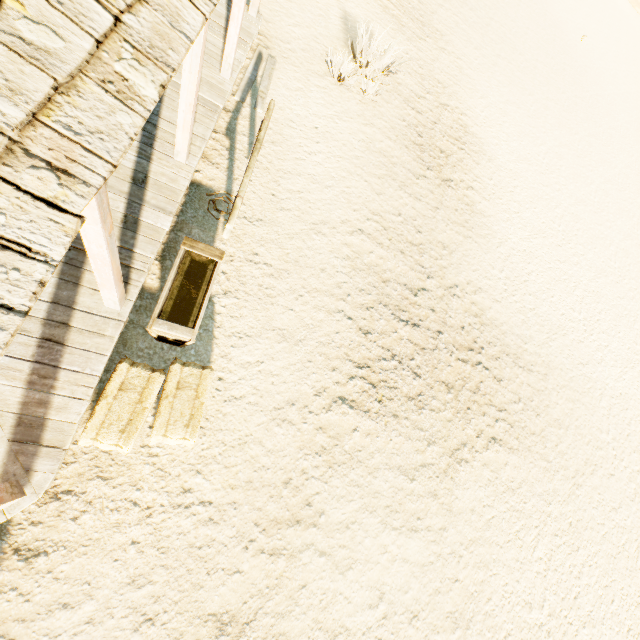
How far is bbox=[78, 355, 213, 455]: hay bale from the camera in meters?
3.5

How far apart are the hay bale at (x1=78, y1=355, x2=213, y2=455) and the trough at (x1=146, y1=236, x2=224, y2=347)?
0.2 meters

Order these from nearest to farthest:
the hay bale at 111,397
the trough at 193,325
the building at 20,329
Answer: the building at 20,329, the hay bale at 111,397, the trough at 193,325

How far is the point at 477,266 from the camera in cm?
860

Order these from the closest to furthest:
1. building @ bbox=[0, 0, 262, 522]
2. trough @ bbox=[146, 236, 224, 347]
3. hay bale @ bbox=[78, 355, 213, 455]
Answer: building @ bbox=[0, 0, 262, 522] → hay bale @ bbox=[78, 355, 213, 455] → trough @ bbox=[146, 236, 224, 347]

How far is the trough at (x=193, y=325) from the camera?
4.1 meters

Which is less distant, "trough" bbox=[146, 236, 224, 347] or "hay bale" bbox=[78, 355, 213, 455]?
"hay bale" bbox=[78, 355, 213, 455]

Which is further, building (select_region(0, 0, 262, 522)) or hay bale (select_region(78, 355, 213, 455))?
hay bale (select_region(78, 355, 213, 455))
